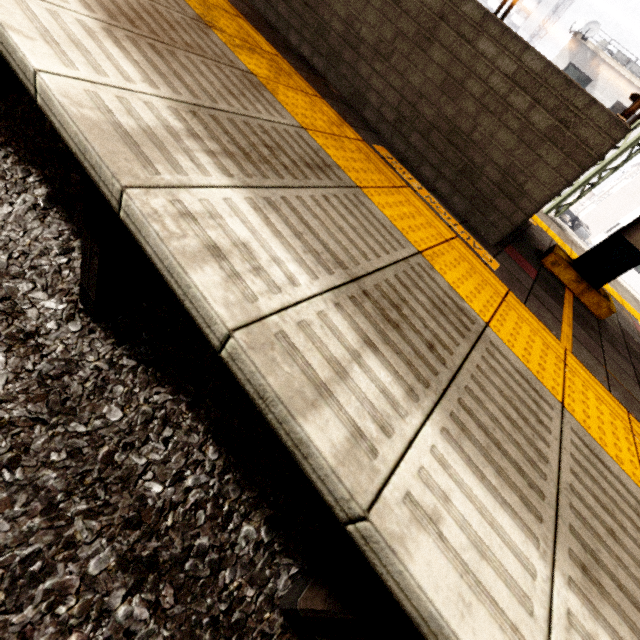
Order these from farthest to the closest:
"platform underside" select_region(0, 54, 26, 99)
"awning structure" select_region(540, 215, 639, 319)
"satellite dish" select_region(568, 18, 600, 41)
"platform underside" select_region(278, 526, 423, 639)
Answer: "satellite dish" select_region(568, 18, 600, 41), "awning structure" select_region(540, 215, 639, 319), "platform underside" select_region(0, 54, 26, 99), "platform underside" select_region(278, 526, 423, 639)

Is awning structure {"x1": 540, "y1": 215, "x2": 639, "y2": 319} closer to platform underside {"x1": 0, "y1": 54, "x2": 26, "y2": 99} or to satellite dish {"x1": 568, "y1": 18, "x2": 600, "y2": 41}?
platform underside {"x1": 0, "y1": 54, "x2": 26, "y2": 99}

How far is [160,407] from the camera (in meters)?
1.82

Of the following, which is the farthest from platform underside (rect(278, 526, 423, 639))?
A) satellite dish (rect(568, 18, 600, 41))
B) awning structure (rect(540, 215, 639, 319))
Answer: satellite dish (rect(568, 18, 600, 41))

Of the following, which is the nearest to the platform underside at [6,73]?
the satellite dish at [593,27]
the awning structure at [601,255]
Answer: the awning structure at [601,255]

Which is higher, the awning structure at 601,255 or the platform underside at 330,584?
the awning structure at 601,255
